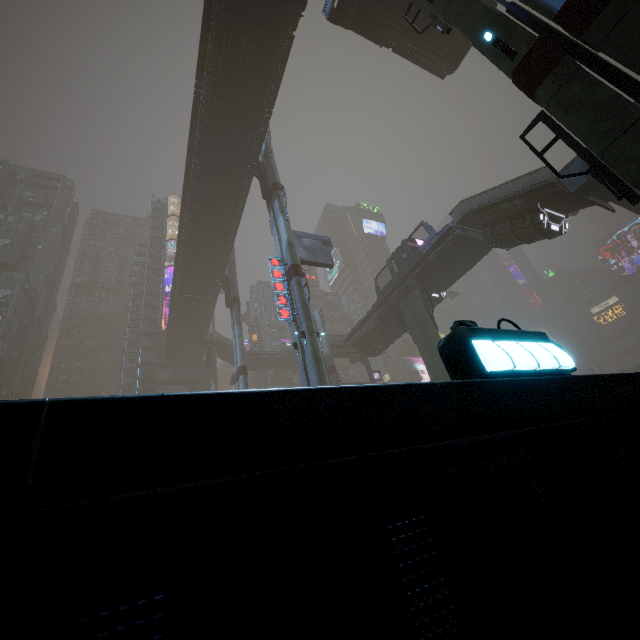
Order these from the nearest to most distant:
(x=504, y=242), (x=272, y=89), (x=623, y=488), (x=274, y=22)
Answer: (x=623, y=488) < (x=274, y=22) < (x=504, y=242) < (x=272, y=89)

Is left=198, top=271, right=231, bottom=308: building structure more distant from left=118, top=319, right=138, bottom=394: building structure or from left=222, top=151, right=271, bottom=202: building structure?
left=118, top=319, right=138, bottom=394: building structure

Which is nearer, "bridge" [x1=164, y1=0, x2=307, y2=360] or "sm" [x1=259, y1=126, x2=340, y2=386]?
"sm" [x1=259, y1=126, x2=340, y2=386]

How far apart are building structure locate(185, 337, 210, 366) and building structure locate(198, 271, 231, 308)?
14.7 meters

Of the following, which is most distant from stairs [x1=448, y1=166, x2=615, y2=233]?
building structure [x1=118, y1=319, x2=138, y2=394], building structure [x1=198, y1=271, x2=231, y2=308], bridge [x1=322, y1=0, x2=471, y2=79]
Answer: building structure [x1=118, y1=319, x2=138, y2=394]

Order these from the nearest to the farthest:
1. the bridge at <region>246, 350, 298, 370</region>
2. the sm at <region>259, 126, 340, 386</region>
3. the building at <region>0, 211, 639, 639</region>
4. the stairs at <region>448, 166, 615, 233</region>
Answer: the building at <region>0, 211, 639, 639</region>
the sm at <region>259, 126, 340, 386</region>
the stairs at <region>448, 166, 615, 233</region>
the bridge at <region>246, 350, 298, 370</region>

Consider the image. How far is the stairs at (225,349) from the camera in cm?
5339

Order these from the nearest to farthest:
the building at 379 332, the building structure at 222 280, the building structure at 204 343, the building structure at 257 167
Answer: the building structure at 257 167
the building at 379 332
the building structure at 222 280
the building structure at 204 343
